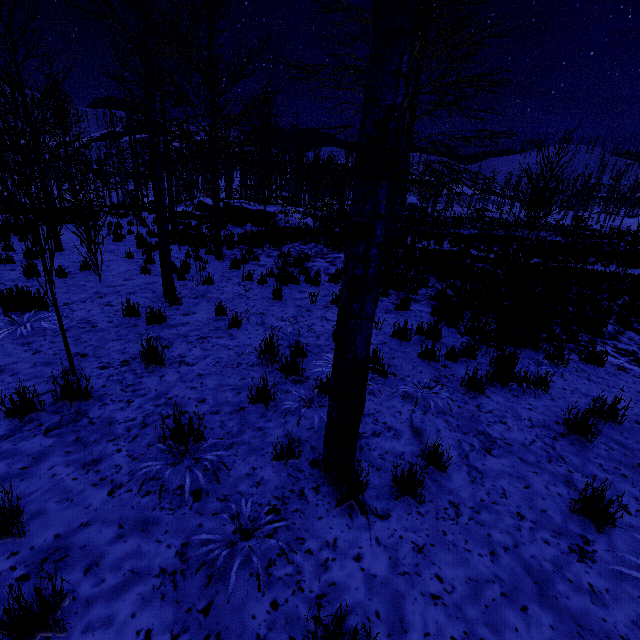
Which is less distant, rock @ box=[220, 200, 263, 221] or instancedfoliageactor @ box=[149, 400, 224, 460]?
instancedfoliageactor @ box=[149, 400, 224, 460]

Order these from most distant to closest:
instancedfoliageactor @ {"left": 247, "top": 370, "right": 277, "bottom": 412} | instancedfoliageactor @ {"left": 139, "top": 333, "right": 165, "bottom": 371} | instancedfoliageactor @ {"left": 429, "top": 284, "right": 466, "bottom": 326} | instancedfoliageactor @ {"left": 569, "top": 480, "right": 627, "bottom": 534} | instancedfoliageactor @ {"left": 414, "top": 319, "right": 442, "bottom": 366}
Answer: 1. instancedfoliageactor @ {"left": 429, "top": 284, "right": 466, "bottom": 326}
2. instancedfoliageactor @ {"left": 414, "top": 319, "right": 442, "bottom": 366}
3. instancedfoliageactor @ {"left": 139, "top": 333, "right": 165, "bottom": 371}
4. instancedfoliageactor @ {"left": 247, "top": 370, "right": 277, "bottom": 412}
5. instancedfoliageactor @ {"left": 569, "top": 480, "right": 627, "bottom": 534}

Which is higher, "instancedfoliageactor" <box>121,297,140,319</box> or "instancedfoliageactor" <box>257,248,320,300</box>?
"instancedfoliageactor" <box>121,297,140,319</box>

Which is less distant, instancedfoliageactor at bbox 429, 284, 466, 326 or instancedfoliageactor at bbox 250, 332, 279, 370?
instancedfoliageactor at bbox 250, 332, 279, 370

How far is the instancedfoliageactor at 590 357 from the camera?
5.6m

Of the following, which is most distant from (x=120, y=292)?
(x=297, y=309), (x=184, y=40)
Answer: (x=184, y=40)

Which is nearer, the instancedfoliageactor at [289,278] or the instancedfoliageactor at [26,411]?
the instancedfoliageactor at [26,411]
